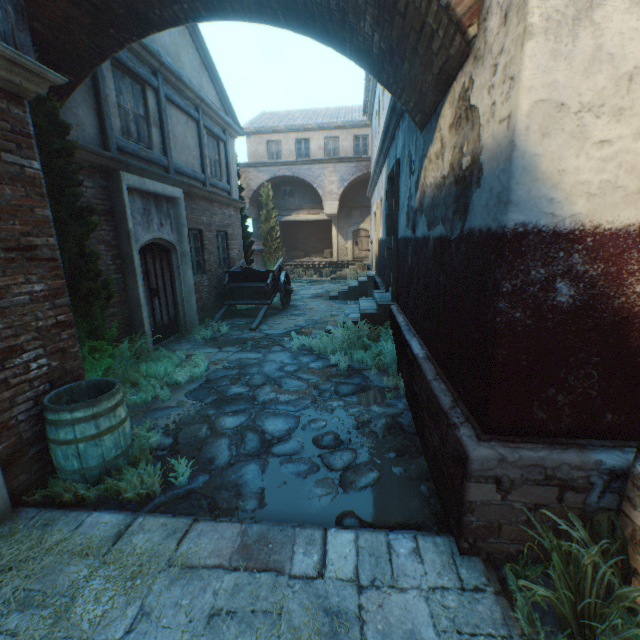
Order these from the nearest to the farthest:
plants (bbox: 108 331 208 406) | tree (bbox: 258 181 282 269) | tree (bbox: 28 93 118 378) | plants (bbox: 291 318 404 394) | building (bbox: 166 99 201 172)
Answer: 1. tree (bbox: 28 93 118 378)
2. plants (bbox: 108 331 208 406)
3. plants (bbox: 291 318 404 394)
4. building (bbox: 166 99 201 172)
5. tree (bbox: 258 181 282 269)

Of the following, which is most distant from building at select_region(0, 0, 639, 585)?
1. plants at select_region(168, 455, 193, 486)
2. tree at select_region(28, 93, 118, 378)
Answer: plants at select_region(168, 455, 193, 486)

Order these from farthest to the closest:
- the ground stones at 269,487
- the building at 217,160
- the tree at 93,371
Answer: the building at 217,160 < the tree at 93,371 < the ground stones at 269,487

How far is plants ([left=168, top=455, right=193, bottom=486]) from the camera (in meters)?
3.17

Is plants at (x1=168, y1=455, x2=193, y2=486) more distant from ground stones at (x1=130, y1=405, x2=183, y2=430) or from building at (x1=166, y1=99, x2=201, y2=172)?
building at (x1=166, y1=99, x2=201, y2=172)

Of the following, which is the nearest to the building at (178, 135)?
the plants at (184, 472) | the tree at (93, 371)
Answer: the tree at (93, 371)

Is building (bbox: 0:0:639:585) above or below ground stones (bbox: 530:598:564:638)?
above

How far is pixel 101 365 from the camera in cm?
472
